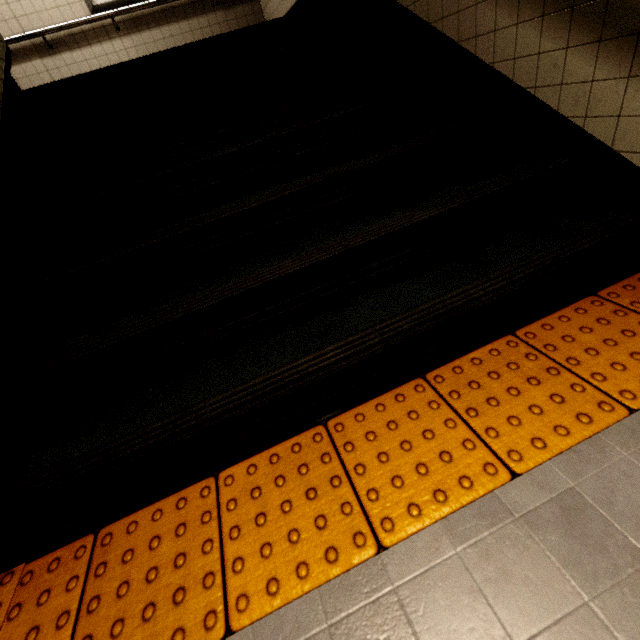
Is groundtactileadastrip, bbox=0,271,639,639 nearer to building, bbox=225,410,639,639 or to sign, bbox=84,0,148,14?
building, bbox=225,410,639,639

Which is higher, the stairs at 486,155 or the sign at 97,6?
the sign at 97,6

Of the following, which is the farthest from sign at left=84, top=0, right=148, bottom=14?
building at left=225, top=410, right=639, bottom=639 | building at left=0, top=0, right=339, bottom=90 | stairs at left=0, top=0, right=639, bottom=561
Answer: building at left=225, top=410, right=639, bottom=639

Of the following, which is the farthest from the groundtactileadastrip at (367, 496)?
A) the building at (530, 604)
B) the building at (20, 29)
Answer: the building at (20, 29)

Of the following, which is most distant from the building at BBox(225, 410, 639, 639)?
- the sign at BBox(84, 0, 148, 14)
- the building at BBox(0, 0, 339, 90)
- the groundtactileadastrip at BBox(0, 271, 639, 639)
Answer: the sign at BBox(84, 0, 148, 14)

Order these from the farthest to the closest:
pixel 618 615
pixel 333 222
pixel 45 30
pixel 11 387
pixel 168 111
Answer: pixel 45 30, pixel 168 111, pixel 333 222, pixel 11 387, pixel 618 615

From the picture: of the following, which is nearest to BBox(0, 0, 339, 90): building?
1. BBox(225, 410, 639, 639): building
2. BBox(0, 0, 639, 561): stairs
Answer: BBox(0, 0, 639, 561): stairs
